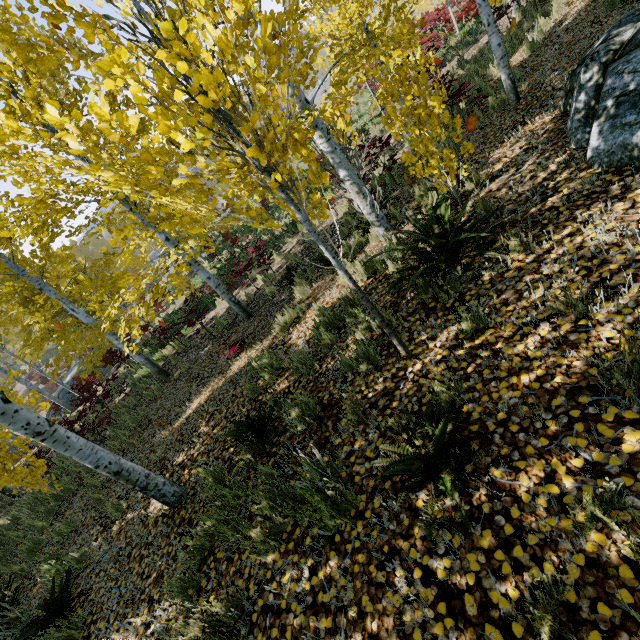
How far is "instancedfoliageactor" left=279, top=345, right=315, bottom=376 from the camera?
4.3m

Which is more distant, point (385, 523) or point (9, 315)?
point (9, 315)

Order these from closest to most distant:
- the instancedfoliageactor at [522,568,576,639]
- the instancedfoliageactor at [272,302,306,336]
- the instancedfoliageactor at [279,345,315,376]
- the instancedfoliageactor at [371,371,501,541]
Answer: the instancedfoliageactor at [522,568,576,639]
the instancedfoliageactor at [371,371,501,541]
the instancedfoliageactor at [279,345,315,376]
the instancedfoliageactor at [272,302,306,336]

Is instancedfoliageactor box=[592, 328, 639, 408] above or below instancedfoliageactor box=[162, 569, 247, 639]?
above

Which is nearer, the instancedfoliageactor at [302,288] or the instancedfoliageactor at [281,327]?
the instancedfoliageactor at [281,327]

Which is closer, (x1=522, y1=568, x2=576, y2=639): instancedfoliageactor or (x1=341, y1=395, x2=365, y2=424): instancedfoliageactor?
(x1=522, y1=568, x2=576, y2=639): instancedfoliageactor

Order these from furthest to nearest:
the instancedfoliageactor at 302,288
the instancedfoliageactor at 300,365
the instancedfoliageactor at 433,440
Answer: the instancedfoliageactor at 302,288 → the instancedfoliageactor at 300,365 → the instancedfoliageactor at 433,440
